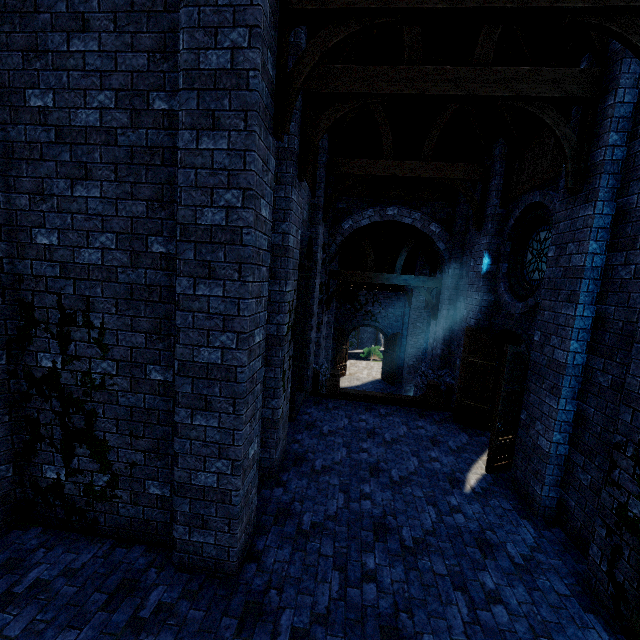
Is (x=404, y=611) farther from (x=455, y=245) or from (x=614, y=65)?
(x=455, y=245)

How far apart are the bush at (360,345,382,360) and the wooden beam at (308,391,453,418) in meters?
18.9

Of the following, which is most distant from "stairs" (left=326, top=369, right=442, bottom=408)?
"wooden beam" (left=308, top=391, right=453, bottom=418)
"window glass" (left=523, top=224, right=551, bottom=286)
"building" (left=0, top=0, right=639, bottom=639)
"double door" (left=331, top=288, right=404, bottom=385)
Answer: "double door" (left=331, top=288, right=404, bottom=385)

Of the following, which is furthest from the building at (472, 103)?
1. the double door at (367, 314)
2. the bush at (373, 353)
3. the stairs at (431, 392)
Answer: the bush at (373, 353)

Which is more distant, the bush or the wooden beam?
the bush

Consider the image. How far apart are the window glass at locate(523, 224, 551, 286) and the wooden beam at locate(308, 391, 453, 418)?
4.16m

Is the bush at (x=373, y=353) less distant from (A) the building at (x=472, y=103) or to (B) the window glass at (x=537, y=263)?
(A) the building at (x=472, y=103)

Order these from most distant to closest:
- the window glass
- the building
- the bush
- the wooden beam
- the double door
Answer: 1. the bush
2. the double door
3. the wooden beam
4. the window glass
5. the building
